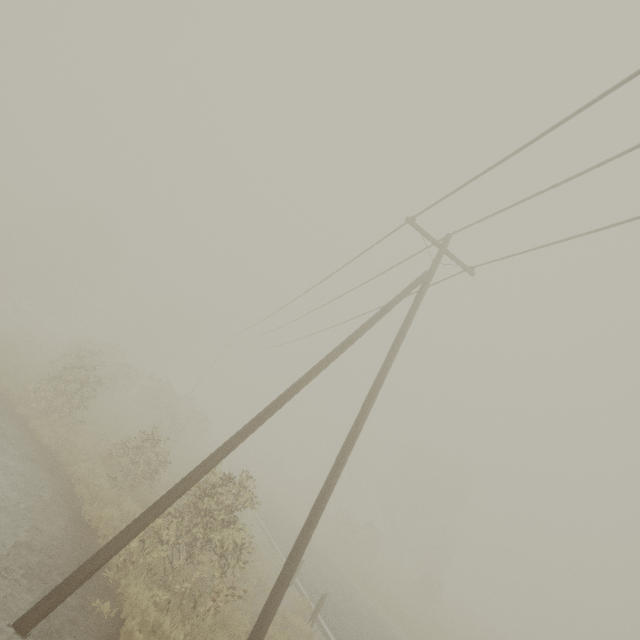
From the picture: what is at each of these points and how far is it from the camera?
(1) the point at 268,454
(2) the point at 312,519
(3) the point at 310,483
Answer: (1) tree, 58.72m
(2) utility pole, 6.96m
(3) tree, 47.75m

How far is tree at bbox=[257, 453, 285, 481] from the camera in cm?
5433

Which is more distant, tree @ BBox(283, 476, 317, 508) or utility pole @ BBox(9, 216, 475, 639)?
tree @ BBox(283, 476, 317, 508)

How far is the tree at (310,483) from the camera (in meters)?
46.10

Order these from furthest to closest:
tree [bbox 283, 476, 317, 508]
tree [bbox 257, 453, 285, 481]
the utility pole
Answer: tree [bbox 257, 453, 285, 481], tree [bbox 283, 476, 317, 508], the utility pole
